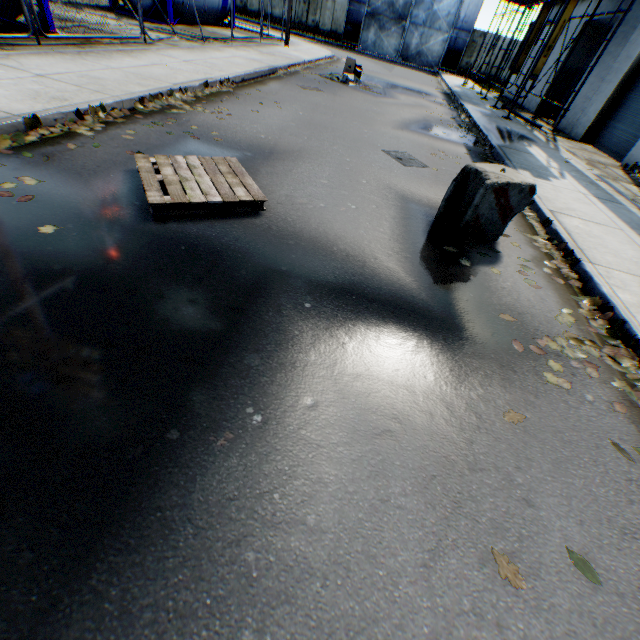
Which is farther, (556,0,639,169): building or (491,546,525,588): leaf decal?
(556,0,639,169): building

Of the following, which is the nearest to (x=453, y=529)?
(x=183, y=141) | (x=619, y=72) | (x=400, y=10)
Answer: (x=183, y=141)

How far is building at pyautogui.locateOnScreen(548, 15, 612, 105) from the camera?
15.4m

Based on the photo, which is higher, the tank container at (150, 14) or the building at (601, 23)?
the building at (601, 23)

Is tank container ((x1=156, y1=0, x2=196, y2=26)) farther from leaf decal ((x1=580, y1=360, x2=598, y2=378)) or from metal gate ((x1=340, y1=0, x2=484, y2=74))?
leaf decal ((x1=580, y1=360, x2=598, y2=378))

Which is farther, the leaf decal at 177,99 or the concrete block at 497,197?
the leaf decal at 177,99

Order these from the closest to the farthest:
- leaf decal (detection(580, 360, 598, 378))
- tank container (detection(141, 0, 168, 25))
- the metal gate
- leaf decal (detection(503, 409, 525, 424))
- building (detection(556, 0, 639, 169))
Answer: leaf decal (detection(503, 409, 525, 424)) → leaf decal (detection(580, 360, 598, 378)) → building (detection(556, 0, 639, 169)) → tank container (detection(141, 0, 168, 25)) → the metal gate

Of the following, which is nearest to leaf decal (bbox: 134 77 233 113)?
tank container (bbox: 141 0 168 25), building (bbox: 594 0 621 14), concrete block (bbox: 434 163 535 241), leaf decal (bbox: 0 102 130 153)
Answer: leaf decal (bbox: 0 102 130 153)
